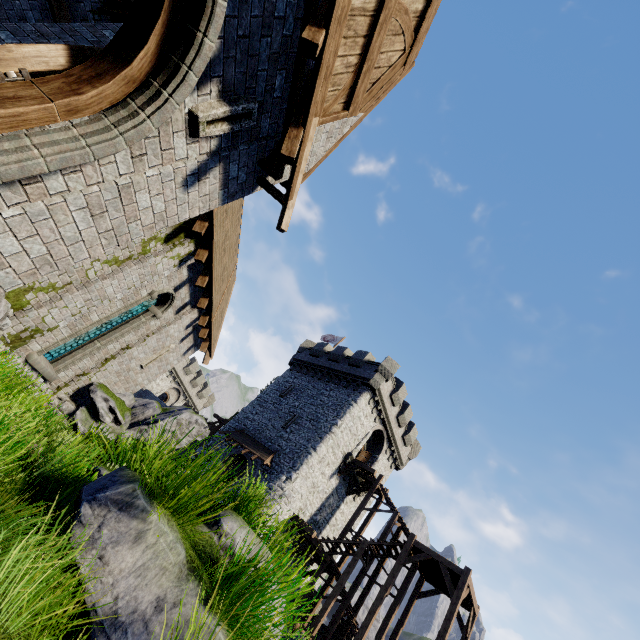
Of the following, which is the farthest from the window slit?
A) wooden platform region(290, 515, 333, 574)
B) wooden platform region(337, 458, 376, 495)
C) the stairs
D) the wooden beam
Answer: wooden platform region(337, 458, 376, 495)

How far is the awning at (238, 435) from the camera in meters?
22.3 m

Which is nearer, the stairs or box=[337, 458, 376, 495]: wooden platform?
the stairs

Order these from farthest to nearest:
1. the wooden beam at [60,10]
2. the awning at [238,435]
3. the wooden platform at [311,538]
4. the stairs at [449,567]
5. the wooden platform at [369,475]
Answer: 1. the wooden platform at [369,475]
2. the awning at [238,435]
3. the wooden platform at [311,538]
4. the stairs at [449,567]
5. the wooden beam at [60,10]

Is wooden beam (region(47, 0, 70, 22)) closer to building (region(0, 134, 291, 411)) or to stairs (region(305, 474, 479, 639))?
building (region(0, 134, 291, 411))

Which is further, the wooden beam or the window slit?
the wooden beam

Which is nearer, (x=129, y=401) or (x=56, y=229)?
(x=56, y=229)

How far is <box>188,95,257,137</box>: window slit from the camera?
3.9m
